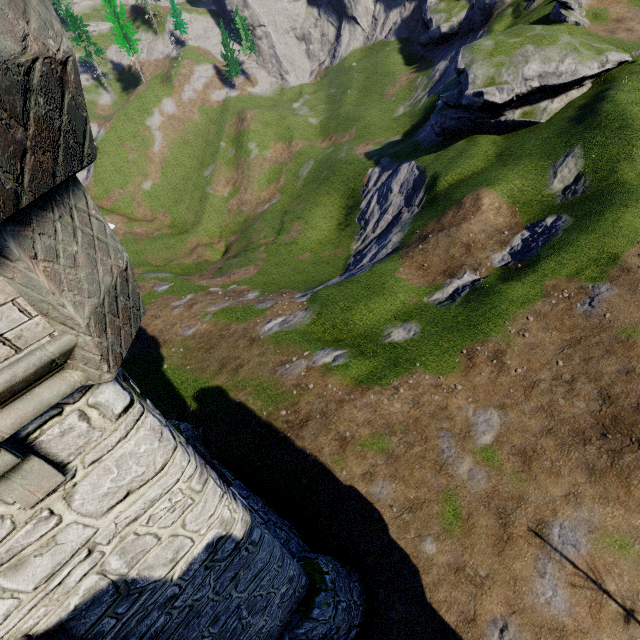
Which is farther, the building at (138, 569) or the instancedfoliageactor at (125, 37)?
the instancedfoliageactor at (125, 37)

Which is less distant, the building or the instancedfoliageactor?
the building

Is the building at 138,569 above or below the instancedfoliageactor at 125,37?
below

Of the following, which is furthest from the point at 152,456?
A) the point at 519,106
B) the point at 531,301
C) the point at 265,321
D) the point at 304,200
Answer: the point at 304,200

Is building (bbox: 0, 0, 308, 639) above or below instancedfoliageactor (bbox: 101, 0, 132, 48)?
below
